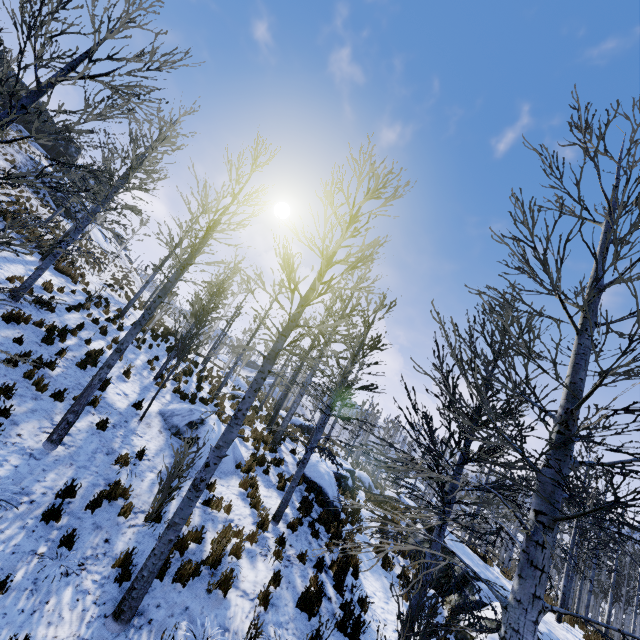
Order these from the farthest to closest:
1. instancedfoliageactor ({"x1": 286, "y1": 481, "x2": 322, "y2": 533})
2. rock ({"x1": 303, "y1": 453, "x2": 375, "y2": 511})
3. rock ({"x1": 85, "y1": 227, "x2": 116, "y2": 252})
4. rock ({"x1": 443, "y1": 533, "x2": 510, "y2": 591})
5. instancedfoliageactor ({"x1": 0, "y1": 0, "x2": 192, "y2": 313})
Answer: rock ({"x1": 85, "y1": 227, "x2": 116, "y2": 252})
rock ({"x1": 303, "y1": 453, "x2": 375, "y2": 511})
rock ({"x1": 443, "y1": 533, "x2": 510, "y2": 591})
instancedfoliageactor ({"x1": 286, "y1": 481, "x2": 322, "y2": 533})
instancedfoliageactor ({"x1": 0, "y1": 0, "x2": 192, "y2": 313})

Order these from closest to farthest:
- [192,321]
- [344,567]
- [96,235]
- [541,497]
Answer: [541,497] → [344,567] → [192,321] → [96,235]

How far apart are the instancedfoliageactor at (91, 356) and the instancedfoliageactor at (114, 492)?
5.5 meters

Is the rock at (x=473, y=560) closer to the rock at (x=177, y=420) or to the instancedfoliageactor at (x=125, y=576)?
the instancedfoliageactor at (x=125, y=576)

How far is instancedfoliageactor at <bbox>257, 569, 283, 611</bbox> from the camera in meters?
6.0 m

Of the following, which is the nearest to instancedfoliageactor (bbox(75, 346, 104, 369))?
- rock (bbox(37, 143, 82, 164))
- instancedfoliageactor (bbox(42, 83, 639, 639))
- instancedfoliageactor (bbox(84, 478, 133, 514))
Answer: instancedfoliageactor (bbox(84, 478, 133, 514))

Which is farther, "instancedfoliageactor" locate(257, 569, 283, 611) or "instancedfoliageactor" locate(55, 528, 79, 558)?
"instancedfoliageactor" locate(257, 569, 283, 611)

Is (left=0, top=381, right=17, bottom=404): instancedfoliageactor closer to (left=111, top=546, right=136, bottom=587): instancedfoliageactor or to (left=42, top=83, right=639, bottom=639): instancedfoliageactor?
(left=111, top=546, right=136, bottom=587): instancedfoliageactor
